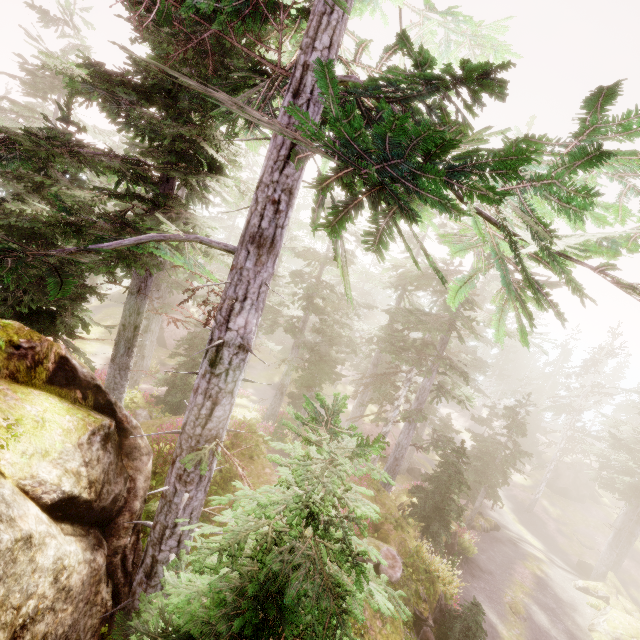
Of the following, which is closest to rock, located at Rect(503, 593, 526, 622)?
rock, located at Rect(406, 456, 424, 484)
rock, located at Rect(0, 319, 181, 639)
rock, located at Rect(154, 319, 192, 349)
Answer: rock, located at Rect(0, 319, 181, 639)

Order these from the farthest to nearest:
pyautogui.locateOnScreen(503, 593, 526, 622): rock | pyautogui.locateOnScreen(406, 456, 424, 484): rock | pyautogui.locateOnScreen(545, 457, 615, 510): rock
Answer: pyautogui.locateOnScreen(545, 457, 615, 510): rock
pyautogui.locateOnScreen(406, 456, 424, 484): rock
pyautogui.locateOnScreen(503, 593, 526, 622): rock

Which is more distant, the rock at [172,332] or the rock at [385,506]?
the rock at [172,332]

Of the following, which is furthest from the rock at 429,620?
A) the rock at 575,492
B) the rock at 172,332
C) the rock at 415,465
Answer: the rock at 172,332

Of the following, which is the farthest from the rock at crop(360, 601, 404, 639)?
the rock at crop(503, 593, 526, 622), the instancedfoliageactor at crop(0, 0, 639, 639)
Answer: the rock at crop(503, 593, 526, 622)

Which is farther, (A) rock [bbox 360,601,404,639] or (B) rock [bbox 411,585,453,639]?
(B) rock [bbox 411,585,453,639]

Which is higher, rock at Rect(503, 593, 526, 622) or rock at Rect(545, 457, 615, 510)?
rock at Rect(503, 593, 526, 622)

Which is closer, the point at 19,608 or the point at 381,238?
the point at 381,238
